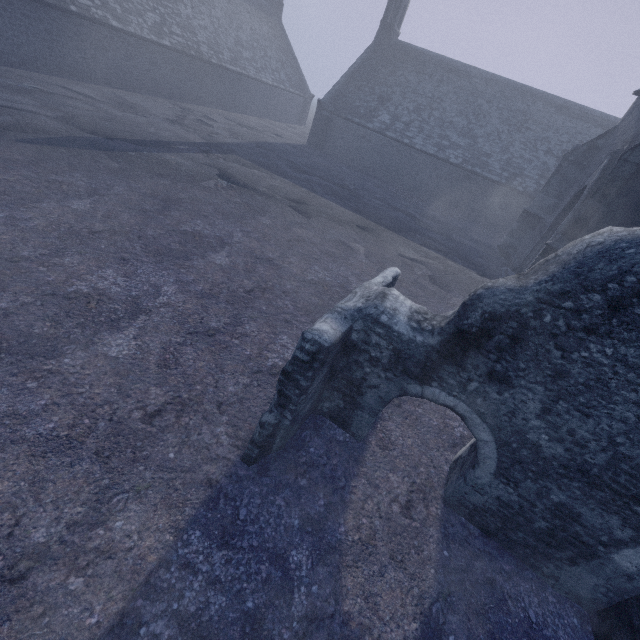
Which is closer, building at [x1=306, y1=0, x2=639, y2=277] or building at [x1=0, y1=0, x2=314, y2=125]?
building at [x1=306, y1=0, x2=639, y2=277]

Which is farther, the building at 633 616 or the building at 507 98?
the building at 507 98

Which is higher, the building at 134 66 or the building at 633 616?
the building at 134 66

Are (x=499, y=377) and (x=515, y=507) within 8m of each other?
yes

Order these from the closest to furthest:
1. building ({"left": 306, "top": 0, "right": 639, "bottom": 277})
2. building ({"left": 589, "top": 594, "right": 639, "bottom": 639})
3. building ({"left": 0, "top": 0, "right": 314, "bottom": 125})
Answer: building ({"left": 589, "top": 594, "right": 639, "bottom": 639}) < building ({"left": 306, "top": 0, "right": 639, "bottom": 277}) < building ({"left": 0, "top": 0, "right": 314, "bottom": 125})

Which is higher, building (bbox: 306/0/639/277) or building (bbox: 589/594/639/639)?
building (bbox: 306/0/639/277)

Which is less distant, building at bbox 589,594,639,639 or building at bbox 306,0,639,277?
building at bbox 589,594,639,639
